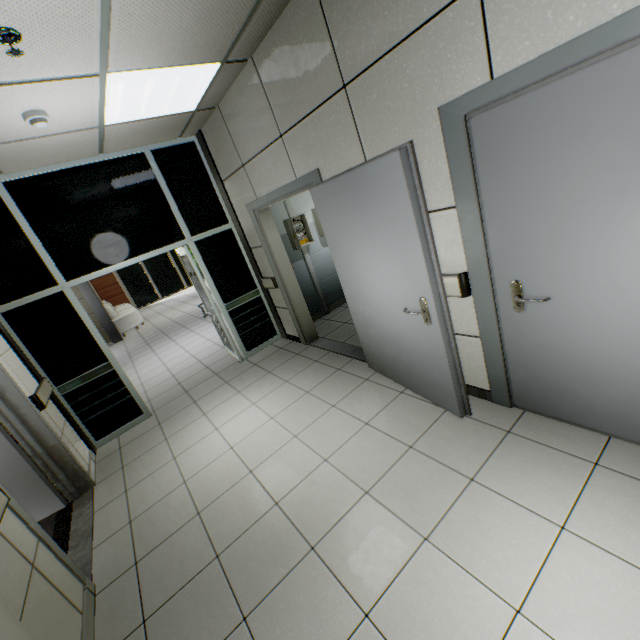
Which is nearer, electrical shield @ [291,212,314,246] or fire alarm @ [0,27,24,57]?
fire alarm @ [0,27,24,57]

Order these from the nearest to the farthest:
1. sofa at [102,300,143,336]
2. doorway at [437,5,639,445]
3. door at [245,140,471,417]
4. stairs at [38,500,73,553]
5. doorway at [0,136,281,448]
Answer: doorway at [437,5,639,445] < door at [245,140,471,417] < stairs at [38,500,73,553] < doorway at [0,136,281,448] < sofa at [102,300,143,336]

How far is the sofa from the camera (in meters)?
10.49

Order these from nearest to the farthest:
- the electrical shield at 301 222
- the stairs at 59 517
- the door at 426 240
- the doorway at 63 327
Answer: the door at 426 240 < the stairs at 59 517 < the doorway at 63 327 < the electrical shield at 301 222

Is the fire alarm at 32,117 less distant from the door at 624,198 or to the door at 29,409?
the door at 29,409

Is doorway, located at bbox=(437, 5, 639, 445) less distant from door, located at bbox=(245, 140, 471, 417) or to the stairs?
door, located at bbox=(245, 140, 471, 417)

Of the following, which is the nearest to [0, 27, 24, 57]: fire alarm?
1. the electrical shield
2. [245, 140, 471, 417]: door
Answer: [245, 140, 471, 417]: door

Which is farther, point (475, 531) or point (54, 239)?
point (54, 239)
